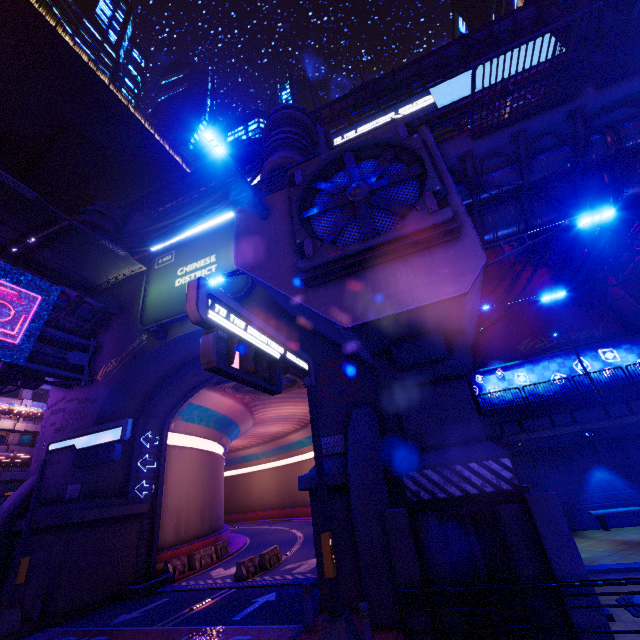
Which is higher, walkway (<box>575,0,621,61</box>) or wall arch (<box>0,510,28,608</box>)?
walkway (<box>575,0,621,61</box>)

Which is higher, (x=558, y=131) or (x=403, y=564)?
(x=558, y=131)

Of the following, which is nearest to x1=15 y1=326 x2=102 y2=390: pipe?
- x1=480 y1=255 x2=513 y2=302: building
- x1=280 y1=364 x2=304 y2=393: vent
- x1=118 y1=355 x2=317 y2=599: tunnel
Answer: x1=118 y1=355 x2=317 y2=599: tunnel

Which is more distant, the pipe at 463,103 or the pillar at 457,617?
the pipe at 463,103

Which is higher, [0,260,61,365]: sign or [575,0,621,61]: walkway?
[575,0,621,61]: walkway

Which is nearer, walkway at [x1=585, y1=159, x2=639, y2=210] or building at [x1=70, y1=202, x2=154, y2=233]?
walkway at [x1=585, y1=159, x2=639, y2=210]

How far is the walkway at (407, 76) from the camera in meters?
37.4

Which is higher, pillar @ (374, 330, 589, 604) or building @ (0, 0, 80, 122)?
building @ (0, 0, 80, 122)
